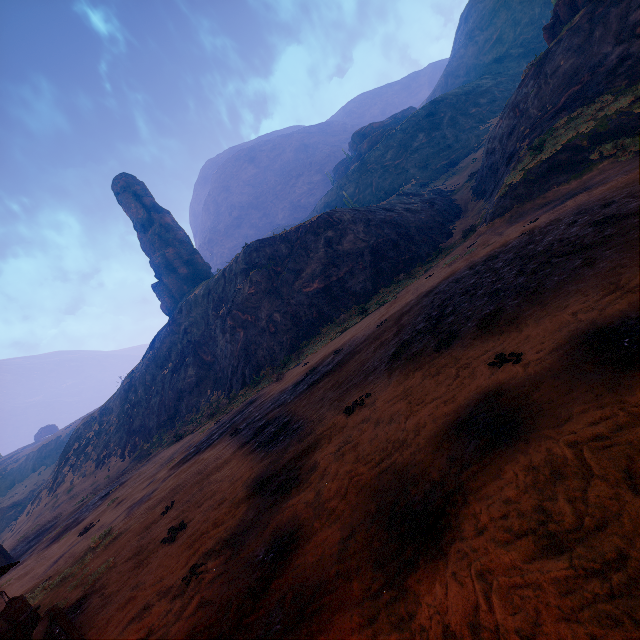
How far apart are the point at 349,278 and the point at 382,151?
41.8m

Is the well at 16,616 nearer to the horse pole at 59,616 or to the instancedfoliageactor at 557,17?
the horse pole at 59,616

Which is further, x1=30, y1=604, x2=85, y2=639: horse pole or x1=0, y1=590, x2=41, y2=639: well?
x1=0, y1=590, x2=41, y2=639: well

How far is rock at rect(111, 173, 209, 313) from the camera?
57.69m

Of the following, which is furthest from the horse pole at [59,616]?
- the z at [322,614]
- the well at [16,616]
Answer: the well at [16,616]

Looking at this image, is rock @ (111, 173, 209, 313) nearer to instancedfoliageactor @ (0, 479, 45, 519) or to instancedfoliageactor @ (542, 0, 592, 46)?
instancedfoliageactor @ (542, 0, 592, 46)

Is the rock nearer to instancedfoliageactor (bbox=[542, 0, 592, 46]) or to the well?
instancedfoliageactor (bbox=[542, 0, 592, 46])

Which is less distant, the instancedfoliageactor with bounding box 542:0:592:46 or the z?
the z
